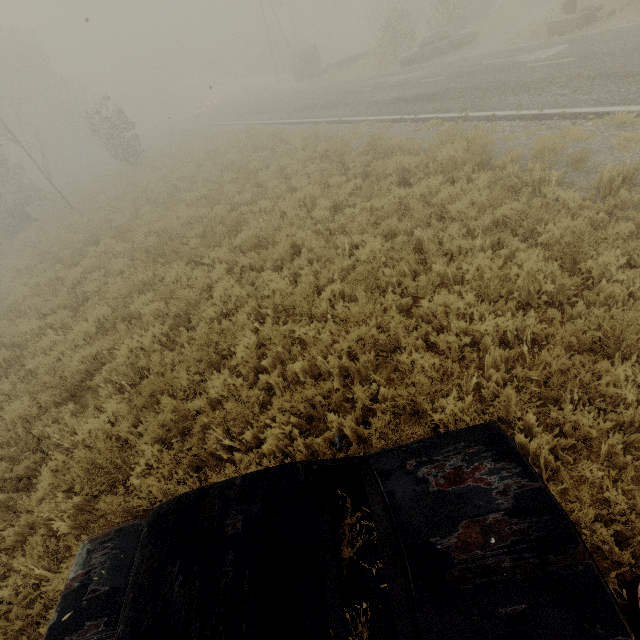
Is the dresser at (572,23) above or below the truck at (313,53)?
below

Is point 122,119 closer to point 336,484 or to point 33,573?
point 33,573

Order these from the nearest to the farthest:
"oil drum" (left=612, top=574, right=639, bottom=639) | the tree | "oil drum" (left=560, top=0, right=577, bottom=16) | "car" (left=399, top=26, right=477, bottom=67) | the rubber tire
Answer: "oil drum" (left=612, top=574, right=639, bottom=639) < the rubber tire < "oil drum" (left=560, top=0, right=577, bottom=16) < "car" (left=399, top=26, right=477, bottom=67) < the tree

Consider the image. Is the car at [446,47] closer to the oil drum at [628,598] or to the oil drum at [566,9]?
the oil drum at [566,9]

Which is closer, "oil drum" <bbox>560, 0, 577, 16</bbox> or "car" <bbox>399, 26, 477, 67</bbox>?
"oil drum" <bbox>560, 0, 577, 16</bbox>

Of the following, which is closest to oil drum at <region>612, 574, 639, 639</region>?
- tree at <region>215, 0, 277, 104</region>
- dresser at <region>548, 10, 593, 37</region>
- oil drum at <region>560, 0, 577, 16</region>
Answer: dresser at <region>548, 10, 593, 37</region>

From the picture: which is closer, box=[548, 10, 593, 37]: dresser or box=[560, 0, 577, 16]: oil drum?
box=[548, 10, 593, 37]: dresser

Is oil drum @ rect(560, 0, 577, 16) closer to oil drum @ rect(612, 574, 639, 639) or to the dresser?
the dresser
